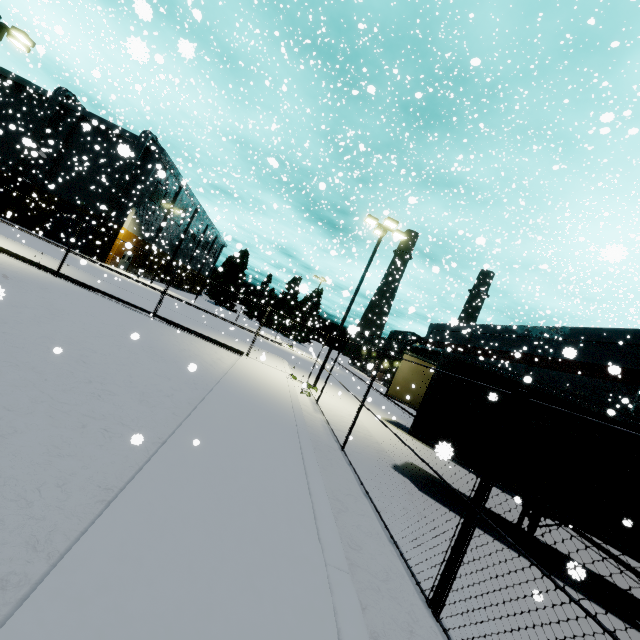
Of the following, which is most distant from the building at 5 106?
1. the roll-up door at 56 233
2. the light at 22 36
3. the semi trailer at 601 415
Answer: the light at 22 36

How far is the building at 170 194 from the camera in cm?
3847

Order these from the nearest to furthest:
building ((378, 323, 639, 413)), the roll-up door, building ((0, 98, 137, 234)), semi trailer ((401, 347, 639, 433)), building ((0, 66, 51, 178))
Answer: semi trailer ((401, 347, 639, 433)) < building ((378, 323, 639, 413)) < building ((0, 66, 51, 178)) < building ((0, 98, 137, 234)) < the roll-up door

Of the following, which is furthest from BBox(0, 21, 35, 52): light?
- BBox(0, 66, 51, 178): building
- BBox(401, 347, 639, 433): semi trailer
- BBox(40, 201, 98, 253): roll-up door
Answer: BBox(401, 347, 639, 433): semi trailer

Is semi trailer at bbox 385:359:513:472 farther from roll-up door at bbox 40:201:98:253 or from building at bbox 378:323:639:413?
roll-up door at bbox 40:201:98:253

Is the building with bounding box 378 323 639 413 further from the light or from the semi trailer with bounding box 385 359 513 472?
the light

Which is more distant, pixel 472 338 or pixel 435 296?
pixel 472 338
